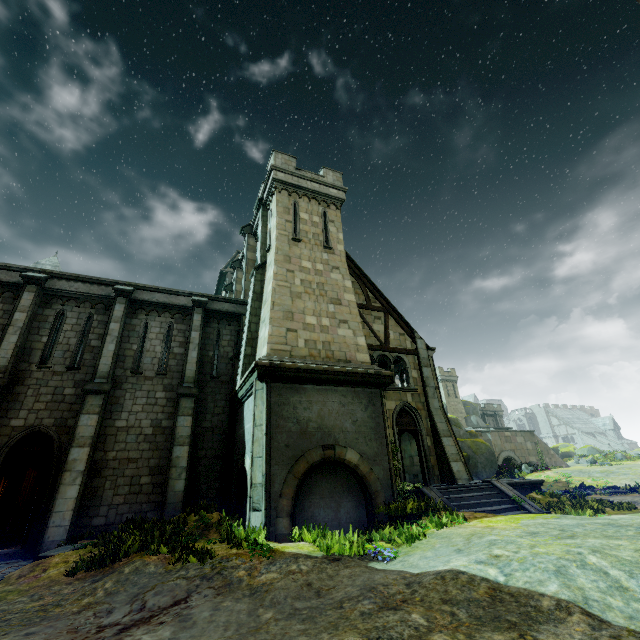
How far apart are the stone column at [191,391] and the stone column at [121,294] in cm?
233

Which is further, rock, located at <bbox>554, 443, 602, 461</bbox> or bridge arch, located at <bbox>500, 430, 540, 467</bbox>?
rock, located at <bbox>554, 443, 602, 461</bbox>

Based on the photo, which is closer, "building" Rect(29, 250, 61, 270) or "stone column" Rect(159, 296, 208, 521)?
"stone column" Rect(159, 296, 208, 521)

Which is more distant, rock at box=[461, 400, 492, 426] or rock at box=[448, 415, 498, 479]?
rock at box=[461, 400, 492, 426]

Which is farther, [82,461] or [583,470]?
[583,470]

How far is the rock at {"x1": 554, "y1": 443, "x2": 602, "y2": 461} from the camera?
49.97m

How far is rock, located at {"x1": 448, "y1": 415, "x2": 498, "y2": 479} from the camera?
28.95m

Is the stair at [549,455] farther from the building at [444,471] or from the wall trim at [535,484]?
the wall trim at [535,484]
